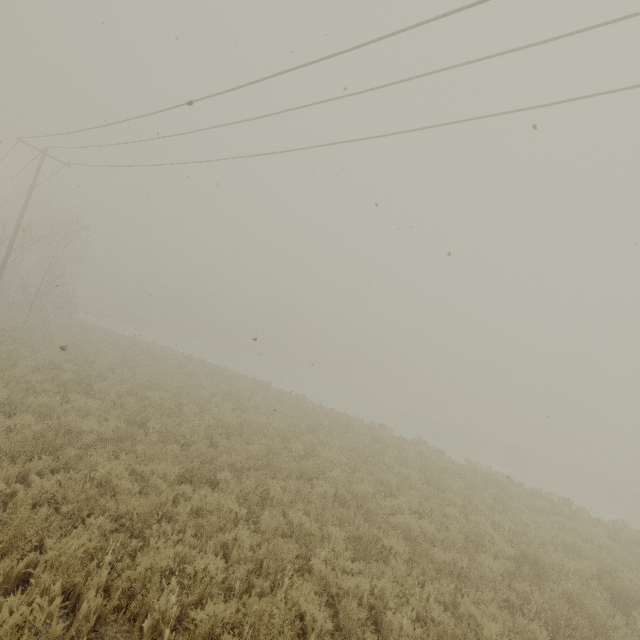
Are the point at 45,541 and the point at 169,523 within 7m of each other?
yes
